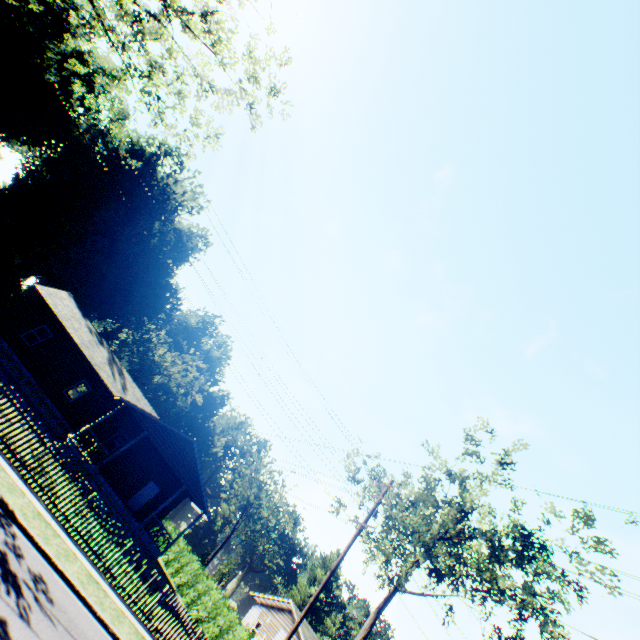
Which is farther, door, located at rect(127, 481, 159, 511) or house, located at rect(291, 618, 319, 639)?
house, located at rect(291, 618, 319, 639)

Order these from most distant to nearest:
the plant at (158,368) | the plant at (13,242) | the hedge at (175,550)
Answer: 1. the plant at (158,368)
2. the plant at (13,242)
3. the hedge at (175,550)

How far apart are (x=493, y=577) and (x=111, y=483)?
28.1 meters

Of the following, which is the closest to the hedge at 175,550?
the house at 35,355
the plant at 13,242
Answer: the house at 35,355

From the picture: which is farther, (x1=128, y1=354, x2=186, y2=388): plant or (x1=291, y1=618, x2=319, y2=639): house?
(x1=128, y1=354, x2=186, y2=388): plant

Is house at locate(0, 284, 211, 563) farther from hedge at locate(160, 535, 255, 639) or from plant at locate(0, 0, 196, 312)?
plant at locate(0, 0, 196, 312)

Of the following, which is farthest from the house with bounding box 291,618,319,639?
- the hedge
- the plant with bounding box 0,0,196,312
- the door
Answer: the plant with bounding box 0,0,196,312

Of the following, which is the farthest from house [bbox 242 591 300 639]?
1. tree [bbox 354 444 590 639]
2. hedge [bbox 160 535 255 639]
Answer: tree [bbox 354 444 590 639]
